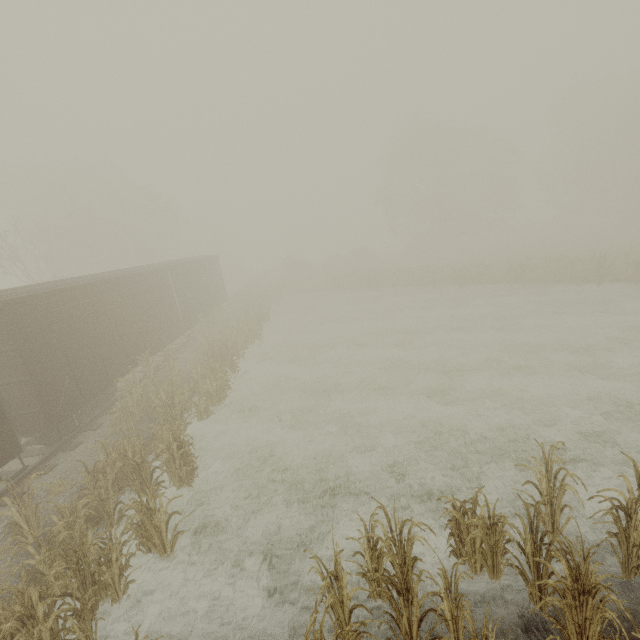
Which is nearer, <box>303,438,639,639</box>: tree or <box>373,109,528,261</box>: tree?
<box>303,438,639,639</box>: tree

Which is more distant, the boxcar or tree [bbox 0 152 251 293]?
tree [bbox 0 152 251 293]

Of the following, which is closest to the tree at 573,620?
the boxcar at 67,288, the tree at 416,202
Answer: the boxcar at 67,288

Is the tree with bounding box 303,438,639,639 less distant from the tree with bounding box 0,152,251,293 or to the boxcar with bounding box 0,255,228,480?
the boxcar with bounding box 0,255,228,480

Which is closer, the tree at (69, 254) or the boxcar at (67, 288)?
the boxcar at (67, 288)

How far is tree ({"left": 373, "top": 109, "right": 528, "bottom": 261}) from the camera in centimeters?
3894cm

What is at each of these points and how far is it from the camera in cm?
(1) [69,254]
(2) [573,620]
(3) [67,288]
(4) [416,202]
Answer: (1) tree, 2270
(2) tree, 378
(3) boxcar, 1009
(4) tree, 4391
